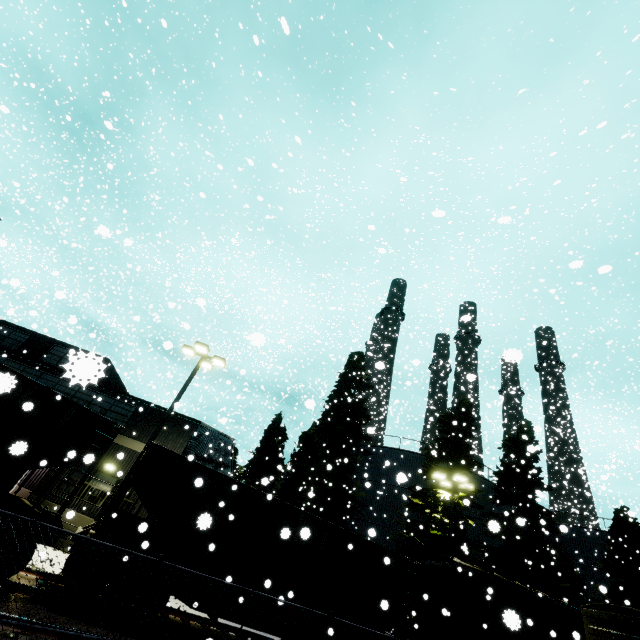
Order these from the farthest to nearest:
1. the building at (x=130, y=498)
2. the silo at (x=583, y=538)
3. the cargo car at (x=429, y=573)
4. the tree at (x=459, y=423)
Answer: the silo at (x=583, y=538)
the tree at (x=459, y=423)
the building at (x=130, y=498)
the cargo car at (x=429, y=573)

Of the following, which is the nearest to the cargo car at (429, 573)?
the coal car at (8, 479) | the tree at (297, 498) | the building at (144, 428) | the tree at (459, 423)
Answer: the coal car at (8, 479)

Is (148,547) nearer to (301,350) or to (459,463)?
(459,463)

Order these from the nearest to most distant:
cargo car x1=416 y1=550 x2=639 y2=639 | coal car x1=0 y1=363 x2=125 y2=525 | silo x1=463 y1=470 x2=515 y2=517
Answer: coal car x1=0 y1=363 x2=125 y2=525
cargo car x1=416 y1=550 x2=639 y2=639
silo x1=463 y1=470 x2=515 y2=517

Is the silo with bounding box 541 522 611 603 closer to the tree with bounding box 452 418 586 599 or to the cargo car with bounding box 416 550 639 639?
the tree with bounding box 452 418 586 599

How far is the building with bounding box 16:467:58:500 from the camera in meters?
16.6 m

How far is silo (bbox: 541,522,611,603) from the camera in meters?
27.4 m

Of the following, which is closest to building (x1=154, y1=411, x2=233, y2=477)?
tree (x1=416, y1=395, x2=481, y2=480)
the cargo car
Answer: the cargo car
